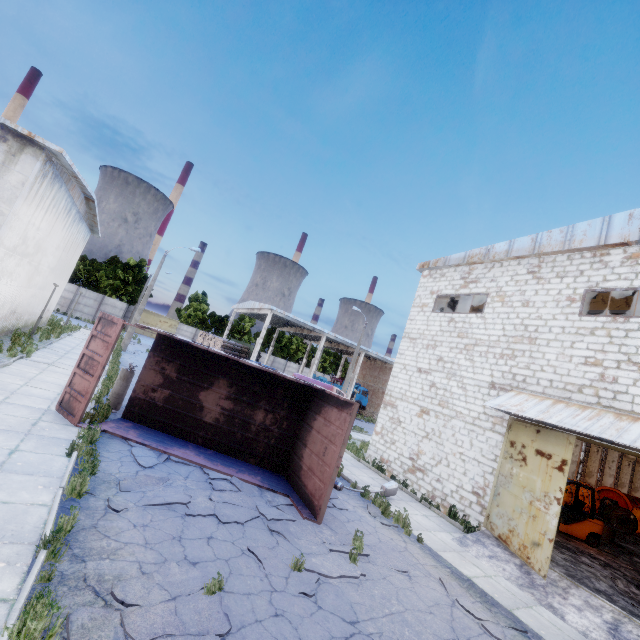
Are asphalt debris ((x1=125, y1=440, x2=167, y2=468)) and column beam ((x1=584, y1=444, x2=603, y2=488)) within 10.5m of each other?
no

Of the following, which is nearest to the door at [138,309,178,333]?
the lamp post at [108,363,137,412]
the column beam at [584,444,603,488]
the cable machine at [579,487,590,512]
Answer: the lamp post at [108,363,137,412]

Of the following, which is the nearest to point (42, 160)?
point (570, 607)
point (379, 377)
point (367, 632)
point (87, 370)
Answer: point (87, 370)

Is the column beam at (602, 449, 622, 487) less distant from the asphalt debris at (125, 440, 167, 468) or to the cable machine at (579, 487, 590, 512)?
the cable machine at (579, 487, 590, 512)

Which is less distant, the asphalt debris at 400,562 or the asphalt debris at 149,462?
the asphalt debris at 400,562

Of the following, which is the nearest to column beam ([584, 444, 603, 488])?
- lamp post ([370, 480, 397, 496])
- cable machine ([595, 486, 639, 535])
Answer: cable machine ([595, 486, 639, 535])

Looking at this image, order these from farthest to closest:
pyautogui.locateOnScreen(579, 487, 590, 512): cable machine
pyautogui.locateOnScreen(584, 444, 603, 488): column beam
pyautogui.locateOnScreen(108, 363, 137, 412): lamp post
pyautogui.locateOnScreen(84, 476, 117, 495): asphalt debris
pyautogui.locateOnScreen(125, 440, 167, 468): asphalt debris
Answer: pyautogui.locateOnScreen(584, 444, 603, 488): column beam
pyautogui.locateOnScreen(579, 487, 590, 512): cable machine
pyautogui.locateOnScreen(108, 363, 137, 412): lamp post
pyautogui.locateOnScreen(125, 440, 167, 468): asphalt debris
pyautogui.locateOnScreen(84, 476, 117, 495): asphalt debris

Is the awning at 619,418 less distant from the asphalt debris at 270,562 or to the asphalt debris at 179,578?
the asphalt debris at 270,562
